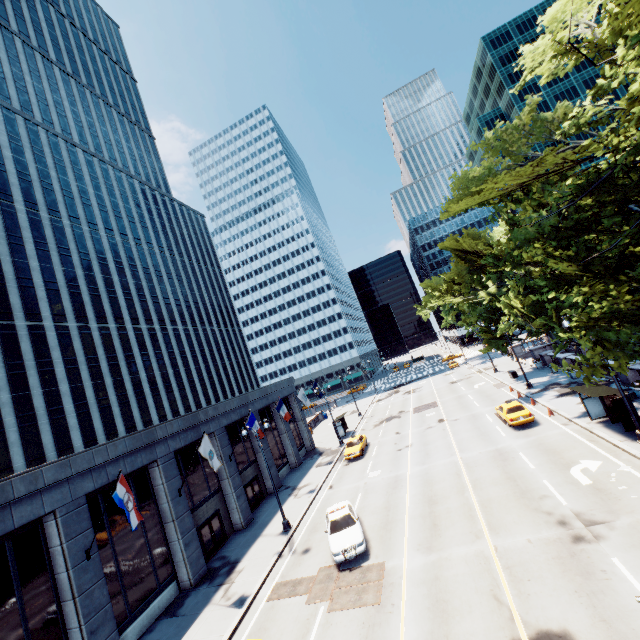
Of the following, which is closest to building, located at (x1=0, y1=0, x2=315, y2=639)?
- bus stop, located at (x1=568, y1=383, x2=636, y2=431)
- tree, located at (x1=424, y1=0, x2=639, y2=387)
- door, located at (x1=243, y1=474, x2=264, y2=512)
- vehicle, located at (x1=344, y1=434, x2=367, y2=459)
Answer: door, located at (x1=243, y1=474, x2=264, y2=512)

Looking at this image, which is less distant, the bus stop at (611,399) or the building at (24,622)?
the building at (24,622)

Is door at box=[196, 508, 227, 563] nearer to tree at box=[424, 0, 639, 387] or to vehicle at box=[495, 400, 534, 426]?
vehicle at box=[495, 400, 534, 426]

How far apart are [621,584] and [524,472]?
8.67m

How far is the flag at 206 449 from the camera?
19.9m

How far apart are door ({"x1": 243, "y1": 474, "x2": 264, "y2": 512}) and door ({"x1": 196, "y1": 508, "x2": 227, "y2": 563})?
3.5m

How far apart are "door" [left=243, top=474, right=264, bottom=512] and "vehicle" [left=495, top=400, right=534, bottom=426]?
22.1 meters

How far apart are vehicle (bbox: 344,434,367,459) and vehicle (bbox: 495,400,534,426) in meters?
13.0 m
